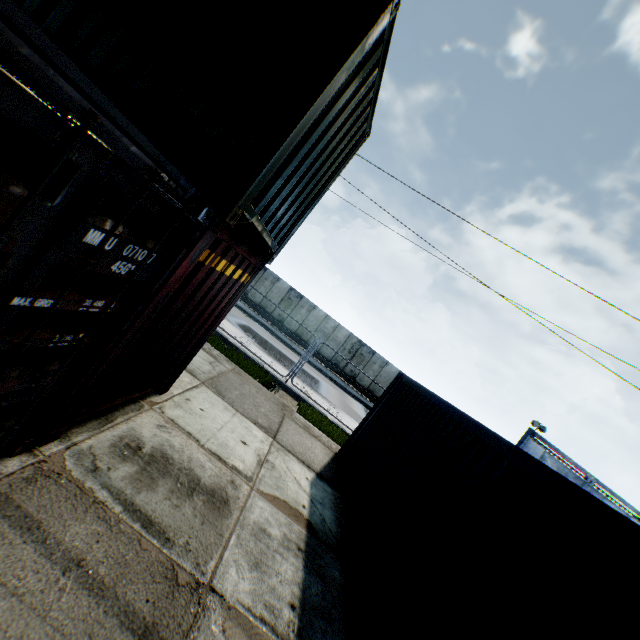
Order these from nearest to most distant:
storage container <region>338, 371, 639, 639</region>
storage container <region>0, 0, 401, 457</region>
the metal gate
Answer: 1. storage container <region>0, 0, 401, 457</region>
2. storage container <region>338, 371, 639, 639</region>
3. the metal gate

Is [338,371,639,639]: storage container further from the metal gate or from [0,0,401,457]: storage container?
the metal gate

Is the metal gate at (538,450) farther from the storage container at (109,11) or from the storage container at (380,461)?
the storage container at (109,11)

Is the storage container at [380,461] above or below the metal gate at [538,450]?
below

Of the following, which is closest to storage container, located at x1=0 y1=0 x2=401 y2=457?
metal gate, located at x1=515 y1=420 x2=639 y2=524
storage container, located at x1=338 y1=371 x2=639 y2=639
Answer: storage container, located at x1=338 y1=371 x2=639 y2=639

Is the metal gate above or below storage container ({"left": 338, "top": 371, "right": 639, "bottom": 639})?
above

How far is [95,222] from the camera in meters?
2.1
